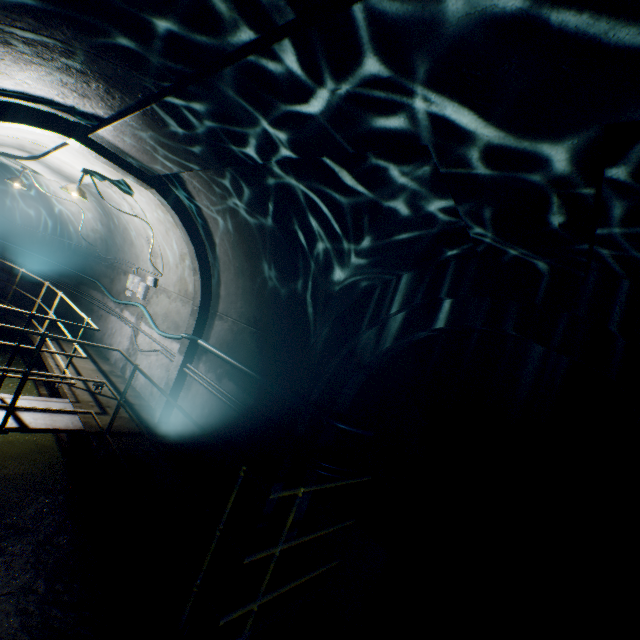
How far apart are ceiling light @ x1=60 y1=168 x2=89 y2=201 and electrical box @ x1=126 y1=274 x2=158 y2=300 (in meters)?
2.17

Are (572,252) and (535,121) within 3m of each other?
yes

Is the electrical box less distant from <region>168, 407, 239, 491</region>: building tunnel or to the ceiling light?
<region>168, 407, 239, 491</region>: building tunnel

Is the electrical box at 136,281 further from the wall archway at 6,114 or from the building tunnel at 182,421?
the wall archway at 6,114

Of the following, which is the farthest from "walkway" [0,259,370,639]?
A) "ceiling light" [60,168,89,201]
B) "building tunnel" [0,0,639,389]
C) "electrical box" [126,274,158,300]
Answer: "ceiling light" [60,168,89,201]

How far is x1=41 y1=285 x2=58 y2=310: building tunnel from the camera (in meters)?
10.16

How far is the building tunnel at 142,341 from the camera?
7.0 meters
